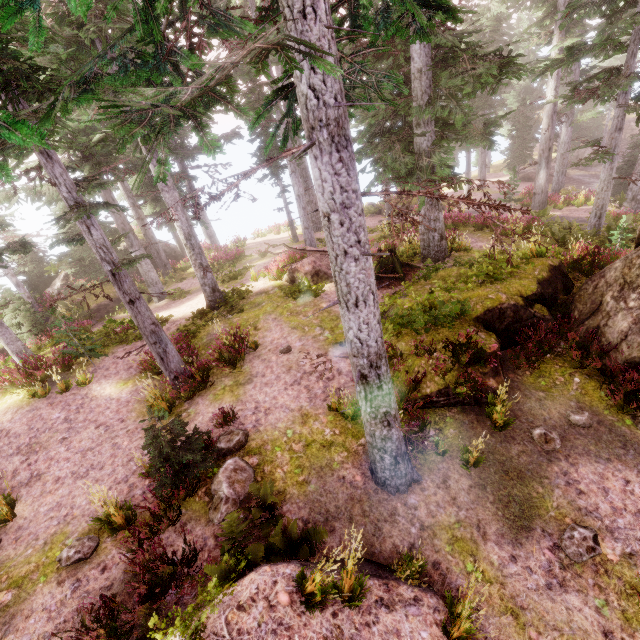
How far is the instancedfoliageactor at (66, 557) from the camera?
6.4 meters

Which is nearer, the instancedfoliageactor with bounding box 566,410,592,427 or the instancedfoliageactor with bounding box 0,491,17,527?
the instancedfoliageactor with bounding box 566,410,592,427

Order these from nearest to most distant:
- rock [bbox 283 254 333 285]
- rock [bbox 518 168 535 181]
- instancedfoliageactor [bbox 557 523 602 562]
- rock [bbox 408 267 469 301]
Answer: instancedfoliageactor [bbox 557 523 602 562], rock [bbox 408 267 469 301], rock [bbox 283 254 333 285], rock [bbox 518 168 535 181]

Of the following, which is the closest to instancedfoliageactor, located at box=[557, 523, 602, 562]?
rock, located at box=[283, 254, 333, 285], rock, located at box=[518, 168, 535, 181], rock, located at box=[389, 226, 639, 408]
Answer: rock, located at box=[389, 226, 639, 408]

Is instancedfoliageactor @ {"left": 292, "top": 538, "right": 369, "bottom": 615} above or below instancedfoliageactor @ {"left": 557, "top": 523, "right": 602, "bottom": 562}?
above

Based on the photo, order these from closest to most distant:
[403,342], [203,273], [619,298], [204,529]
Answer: [204,529]
[619,298]
[403,342]
[203,273]

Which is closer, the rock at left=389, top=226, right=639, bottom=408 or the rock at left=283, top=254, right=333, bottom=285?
the rock at left=389, top=226, right=639, bottom=408
